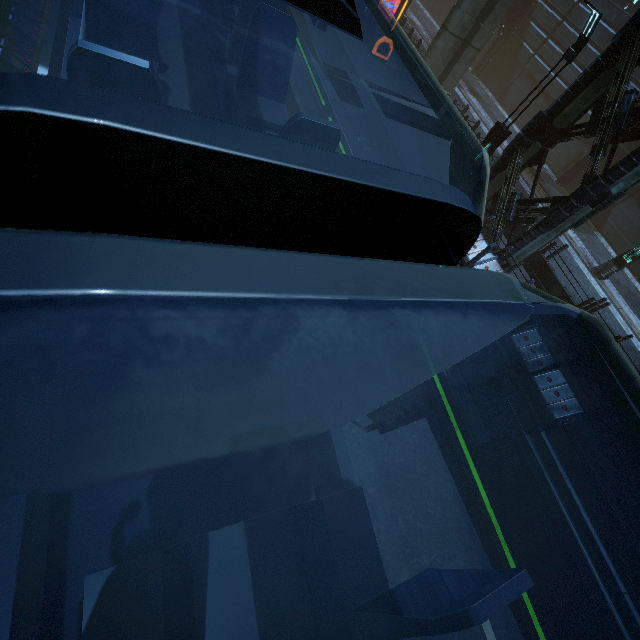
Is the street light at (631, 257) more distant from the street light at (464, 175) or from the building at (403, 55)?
the street light at (464, 175)

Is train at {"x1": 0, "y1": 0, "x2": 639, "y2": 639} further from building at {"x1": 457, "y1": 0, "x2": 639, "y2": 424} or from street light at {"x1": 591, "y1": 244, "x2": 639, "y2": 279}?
street light at {"x1": 591, "y1": 244, "x2": 639, "y2": 279}

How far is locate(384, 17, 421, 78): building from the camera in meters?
17.0

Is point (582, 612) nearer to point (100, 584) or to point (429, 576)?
point (429, 576)

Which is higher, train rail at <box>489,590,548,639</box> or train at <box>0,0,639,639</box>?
train at <box>0,0,639,639</box>

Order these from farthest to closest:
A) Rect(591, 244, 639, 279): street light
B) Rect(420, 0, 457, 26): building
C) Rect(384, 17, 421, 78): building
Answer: Rect(420, 0, 457, 26): building
Rect(384, 17, 421, 78): building
Rect(591, 244, 639, 279): street light

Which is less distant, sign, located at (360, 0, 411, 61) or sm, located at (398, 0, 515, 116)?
sm, located at (398, 0, 515, 116)

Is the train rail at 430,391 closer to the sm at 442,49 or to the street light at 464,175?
the sm at 442,49
